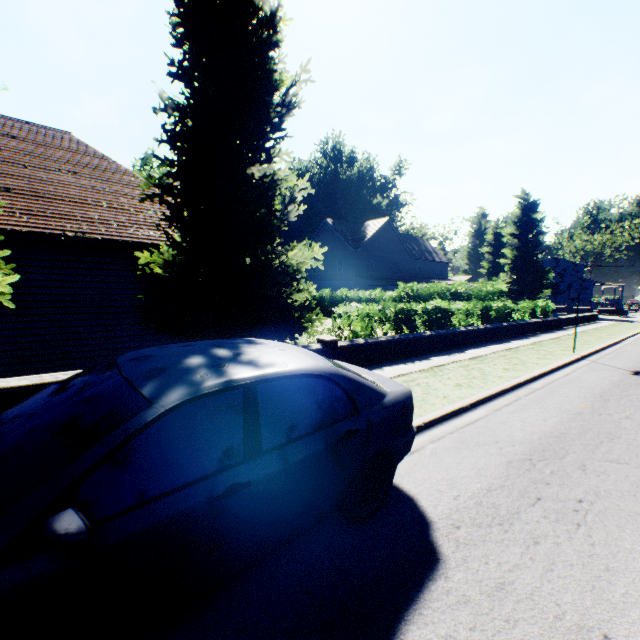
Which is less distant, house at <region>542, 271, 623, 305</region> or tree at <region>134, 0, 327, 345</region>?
tree at <region>134, 0, 327, 345</region>

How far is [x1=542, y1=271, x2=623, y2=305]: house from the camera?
56.09m

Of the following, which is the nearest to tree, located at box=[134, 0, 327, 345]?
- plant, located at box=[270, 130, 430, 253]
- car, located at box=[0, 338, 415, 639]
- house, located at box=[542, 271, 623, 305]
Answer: plant, located at box=[270, 130, 430, 253]

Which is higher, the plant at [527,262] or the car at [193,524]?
the plant at [527,262]

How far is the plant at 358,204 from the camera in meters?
50.1

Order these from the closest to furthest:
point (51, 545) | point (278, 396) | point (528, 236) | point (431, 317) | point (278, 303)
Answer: point (51, 545) → point (278, 396) → point (278, 303) → point (431, 317) → point (528, 236)

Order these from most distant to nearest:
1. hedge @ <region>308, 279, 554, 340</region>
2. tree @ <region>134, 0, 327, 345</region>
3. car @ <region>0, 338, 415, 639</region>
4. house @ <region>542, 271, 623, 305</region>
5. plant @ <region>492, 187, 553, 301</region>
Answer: house @ <region>542, 271, 623, 305</region> → plant @ <region>492, 187, 553, 301</region> → hedge @ <region>308, 279, 554, 340</region> → tree @ <region>134, 0, 327, 345</region> → car @ <region>0, 338, 415, 639</region>

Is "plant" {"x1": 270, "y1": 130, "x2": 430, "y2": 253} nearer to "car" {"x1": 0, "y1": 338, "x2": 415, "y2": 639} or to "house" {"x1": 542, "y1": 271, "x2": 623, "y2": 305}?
"house" {"x1": 542, "y1": 271, "x2": 623, "y2": 305}
